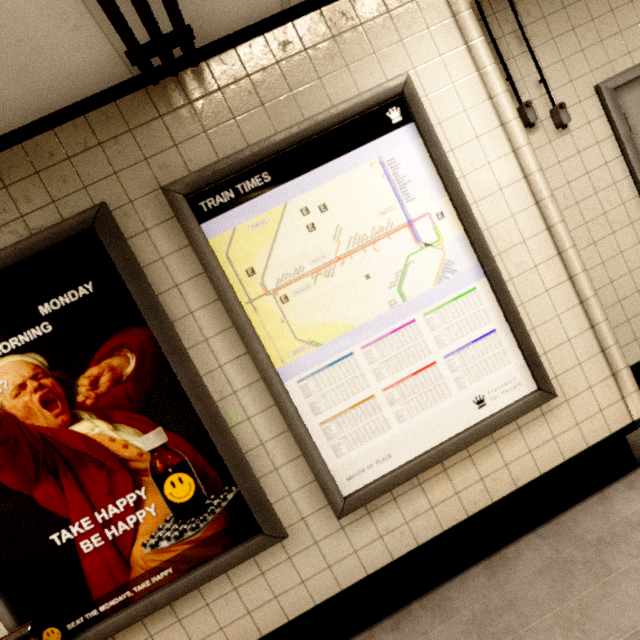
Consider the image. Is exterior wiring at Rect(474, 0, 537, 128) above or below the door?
above

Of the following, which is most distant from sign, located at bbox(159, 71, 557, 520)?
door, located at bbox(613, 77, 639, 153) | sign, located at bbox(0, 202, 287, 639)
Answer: door, located at bbox(613, 77, 639, 153)

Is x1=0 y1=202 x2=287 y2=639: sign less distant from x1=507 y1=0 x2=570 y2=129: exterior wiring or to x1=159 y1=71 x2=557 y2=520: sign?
x1=159 y1=71 x2=557 y2=520: sign

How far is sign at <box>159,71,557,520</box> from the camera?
1.5 meters

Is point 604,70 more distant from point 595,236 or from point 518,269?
point 518,269

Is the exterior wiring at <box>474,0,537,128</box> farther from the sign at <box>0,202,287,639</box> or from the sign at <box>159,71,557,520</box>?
the sign at <box>0,202,287,639</box>

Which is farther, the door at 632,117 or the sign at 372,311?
the door at 632,117

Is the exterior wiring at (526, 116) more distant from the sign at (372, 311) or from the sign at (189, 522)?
the sign at (189, 522)
